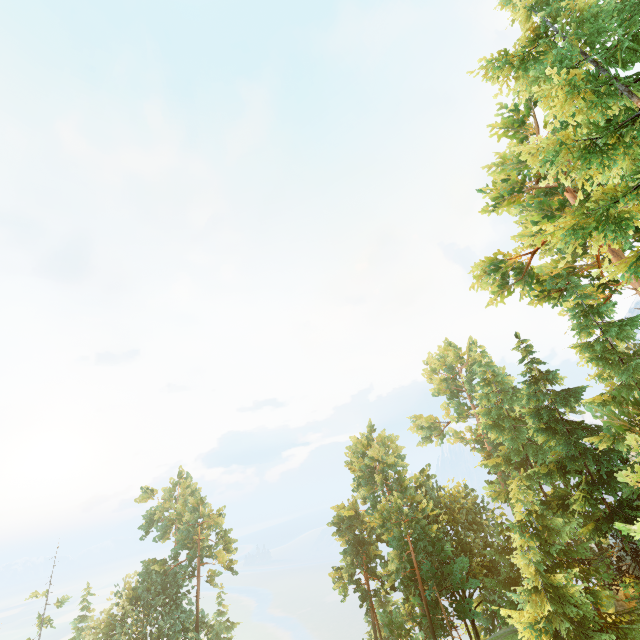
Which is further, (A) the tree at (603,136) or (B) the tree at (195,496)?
(B) the tree at (195,496)

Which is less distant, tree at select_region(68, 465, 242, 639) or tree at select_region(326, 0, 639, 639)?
tree at select_region(326, 0, 639, 639)

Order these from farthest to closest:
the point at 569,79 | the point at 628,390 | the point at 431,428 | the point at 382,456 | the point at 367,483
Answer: the point at 431,428
the point at 367,483
the point at 382,456
the point at 628,390
the point at 569,79
